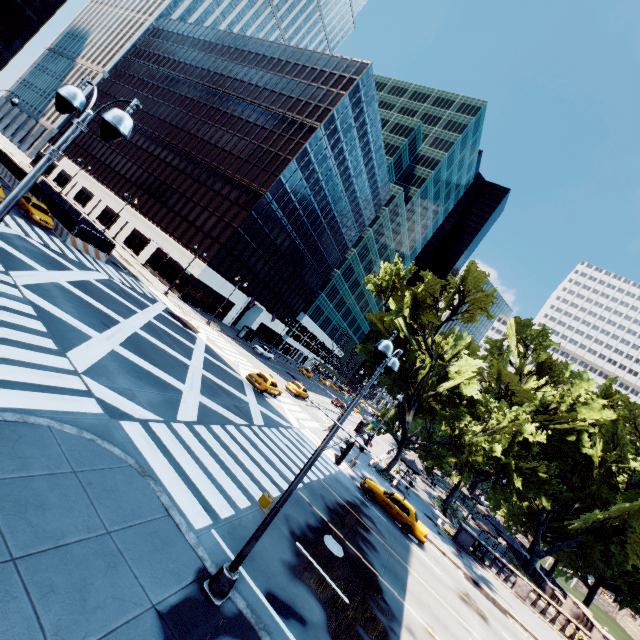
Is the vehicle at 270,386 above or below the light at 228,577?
above

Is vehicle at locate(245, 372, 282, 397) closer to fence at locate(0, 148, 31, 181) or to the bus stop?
the bus stop

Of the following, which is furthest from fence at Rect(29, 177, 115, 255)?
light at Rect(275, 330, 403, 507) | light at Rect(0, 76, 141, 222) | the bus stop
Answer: light at Rect(275, 330, 403, 507)

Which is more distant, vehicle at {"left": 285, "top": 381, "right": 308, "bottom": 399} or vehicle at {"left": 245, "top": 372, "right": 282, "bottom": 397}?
vehicle at {"left": 285, "top": 381, "right": 308, "bottom": 399}

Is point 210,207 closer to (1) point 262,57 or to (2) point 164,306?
(2) point 164,306

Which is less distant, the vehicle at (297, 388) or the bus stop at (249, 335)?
the vehicle at (297, 388)

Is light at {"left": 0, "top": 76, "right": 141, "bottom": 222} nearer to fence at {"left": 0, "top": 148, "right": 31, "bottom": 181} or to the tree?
the tree

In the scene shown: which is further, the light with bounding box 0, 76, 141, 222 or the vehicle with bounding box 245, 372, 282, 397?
the vehicle with bounding box 245, 372, 282, 397
